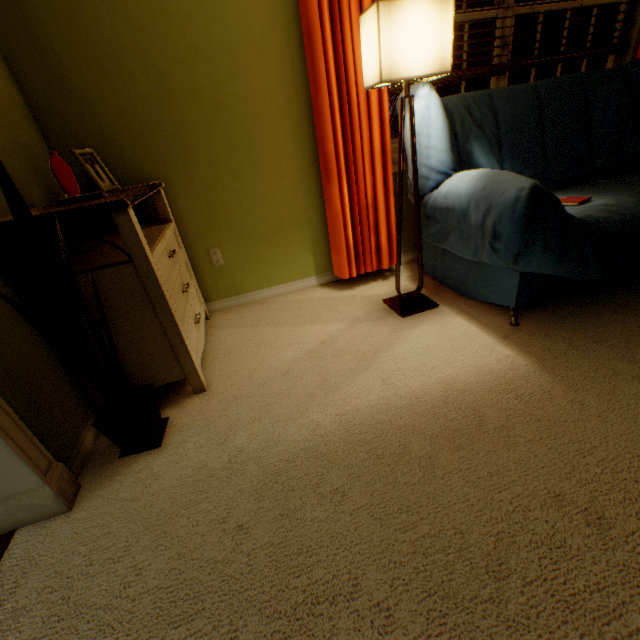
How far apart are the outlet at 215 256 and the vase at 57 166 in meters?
0.8 m

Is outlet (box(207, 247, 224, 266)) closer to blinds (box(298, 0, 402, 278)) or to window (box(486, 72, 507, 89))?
blinds (box(298, 0, 402, 278))

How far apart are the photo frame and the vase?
0.2m

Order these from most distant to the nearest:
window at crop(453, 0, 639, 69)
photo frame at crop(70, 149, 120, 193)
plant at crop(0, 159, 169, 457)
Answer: window at crop(453, 0, 639, 69) → photo frame at crop(70, 149, 120, 193) → plant at crop(0, 159, 169, 457)

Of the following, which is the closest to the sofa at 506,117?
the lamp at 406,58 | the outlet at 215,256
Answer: the lamp at 406,58

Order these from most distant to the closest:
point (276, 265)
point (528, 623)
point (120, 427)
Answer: point (276, 265) < point (120, 427) < point (528, 623)

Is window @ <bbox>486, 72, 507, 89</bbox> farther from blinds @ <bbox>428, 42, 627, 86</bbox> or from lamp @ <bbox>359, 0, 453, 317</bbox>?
lamp @ <bbox>359, 0, 453, 317</bbox>

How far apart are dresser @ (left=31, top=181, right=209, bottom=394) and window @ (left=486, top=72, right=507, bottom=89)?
1.3m
